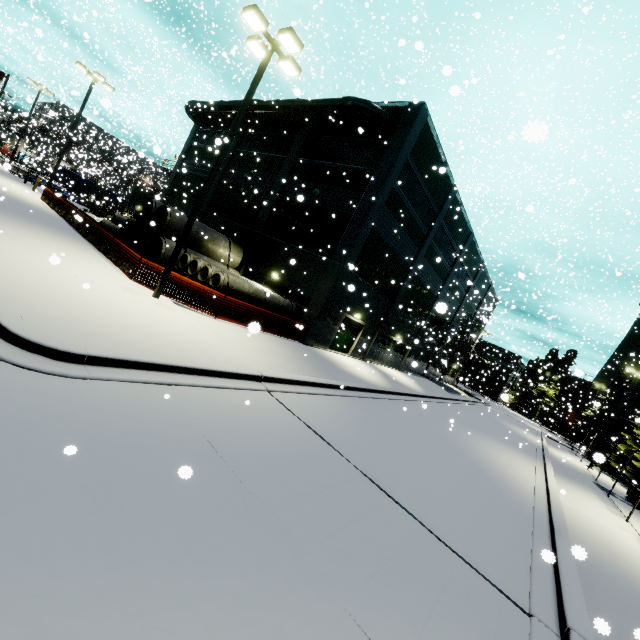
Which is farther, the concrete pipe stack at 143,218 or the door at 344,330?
the door at 344,330

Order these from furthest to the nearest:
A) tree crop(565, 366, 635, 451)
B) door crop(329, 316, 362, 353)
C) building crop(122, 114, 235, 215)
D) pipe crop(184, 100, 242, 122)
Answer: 1. tree crop(565, 366, 635, 451)
2. building crop(122, 114, 235, 215)
3. pipe crop(184, 100, 242, 122)
4. door crop(329, 316, 362, 353)

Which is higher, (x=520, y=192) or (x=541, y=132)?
(x=520, y=192)

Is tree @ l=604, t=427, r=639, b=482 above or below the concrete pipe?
above

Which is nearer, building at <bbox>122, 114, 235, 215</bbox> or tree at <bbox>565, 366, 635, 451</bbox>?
building at <bbox>122, 114, 235, 215</bbox>

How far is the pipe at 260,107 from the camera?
A: 18.44m

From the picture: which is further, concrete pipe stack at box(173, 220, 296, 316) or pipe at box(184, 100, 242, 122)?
pipe at box(184, 100, 242, 122)

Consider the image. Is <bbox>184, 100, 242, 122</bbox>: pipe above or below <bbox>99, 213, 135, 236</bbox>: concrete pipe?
above
